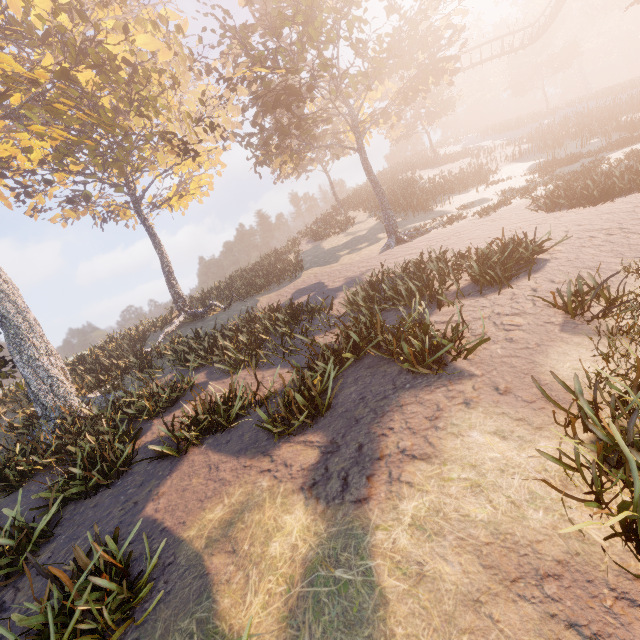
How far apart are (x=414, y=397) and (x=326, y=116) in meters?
25.0 m

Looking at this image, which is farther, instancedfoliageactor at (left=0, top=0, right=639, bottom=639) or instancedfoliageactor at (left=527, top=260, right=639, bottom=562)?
instancedfoliageactor at (left=0, top=0, right=639, bottom=639)

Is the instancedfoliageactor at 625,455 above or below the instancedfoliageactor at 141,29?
below

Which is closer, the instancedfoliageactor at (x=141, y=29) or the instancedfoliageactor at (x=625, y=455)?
the instancedfoliageactor at (x=625, y=455)

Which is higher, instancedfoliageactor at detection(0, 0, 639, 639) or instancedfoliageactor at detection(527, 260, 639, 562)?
instancedfoliageactor at detection(0, 0, 639, 639)
